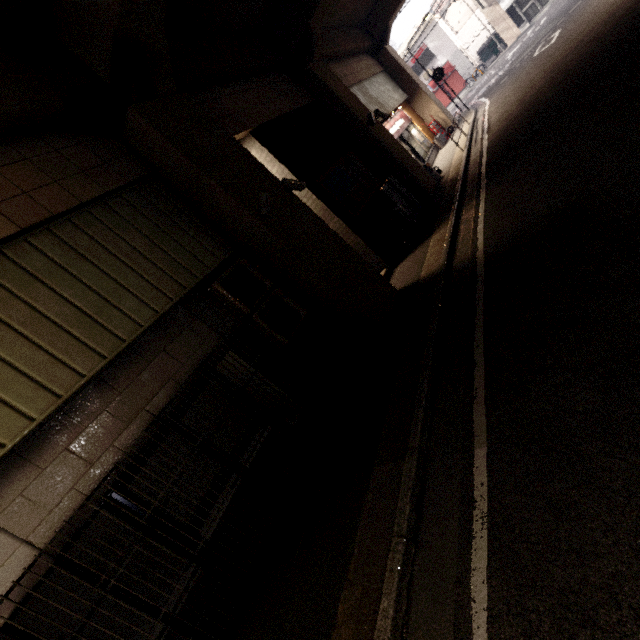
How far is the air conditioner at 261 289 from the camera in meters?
5.1 m

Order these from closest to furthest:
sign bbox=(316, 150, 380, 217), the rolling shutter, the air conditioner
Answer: the air conditioner, sign bbox=(316, 150, 380, 217), the rolling shutter

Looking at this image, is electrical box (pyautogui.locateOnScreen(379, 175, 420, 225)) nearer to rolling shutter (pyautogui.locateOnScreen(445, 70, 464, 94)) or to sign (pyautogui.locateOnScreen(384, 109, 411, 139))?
sign (pyautogui.locateOnScreen(384, 109, 411, 139))

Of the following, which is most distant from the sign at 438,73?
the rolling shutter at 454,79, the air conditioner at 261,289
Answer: the air conditioner at 261,289

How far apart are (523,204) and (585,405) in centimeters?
406cm

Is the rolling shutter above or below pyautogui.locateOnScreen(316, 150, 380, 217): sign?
below

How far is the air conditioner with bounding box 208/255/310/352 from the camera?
5.14m

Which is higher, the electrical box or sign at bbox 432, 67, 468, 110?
sign at bbox 432, 67, 468, 110
